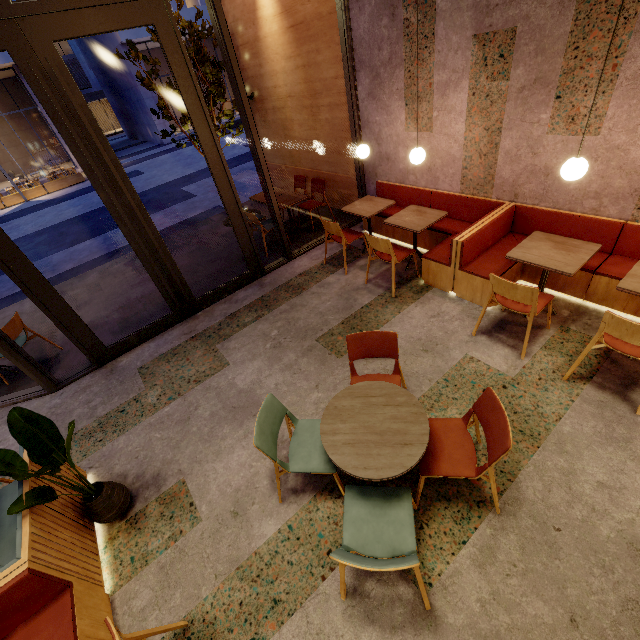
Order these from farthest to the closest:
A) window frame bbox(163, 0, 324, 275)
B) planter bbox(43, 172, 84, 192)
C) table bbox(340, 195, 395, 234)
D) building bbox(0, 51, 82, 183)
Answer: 1. building bbox(0, 51, 82, 183)
2. planter bbox(43, 172, 84, 192)
3. table bbox(340, 195, 395, 234)
4. window frame bbox(163, 0, 324, 275)

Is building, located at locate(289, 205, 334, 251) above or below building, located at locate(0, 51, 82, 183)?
below

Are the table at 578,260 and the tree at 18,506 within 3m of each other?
no

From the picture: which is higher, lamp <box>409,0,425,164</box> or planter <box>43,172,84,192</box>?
lamp <box>409,0,425,164</box>

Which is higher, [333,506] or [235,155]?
[333,506]

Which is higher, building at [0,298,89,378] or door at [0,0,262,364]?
door at [0,0,262,364]

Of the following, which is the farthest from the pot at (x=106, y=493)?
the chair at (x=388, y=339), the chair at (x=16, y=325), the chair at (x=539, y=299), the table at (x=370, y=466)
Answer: the chair at (x=539, y=299)

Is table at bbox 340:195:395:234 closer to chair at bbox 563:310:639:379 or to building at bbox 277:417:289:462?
building at bbox 277:417:289:462
